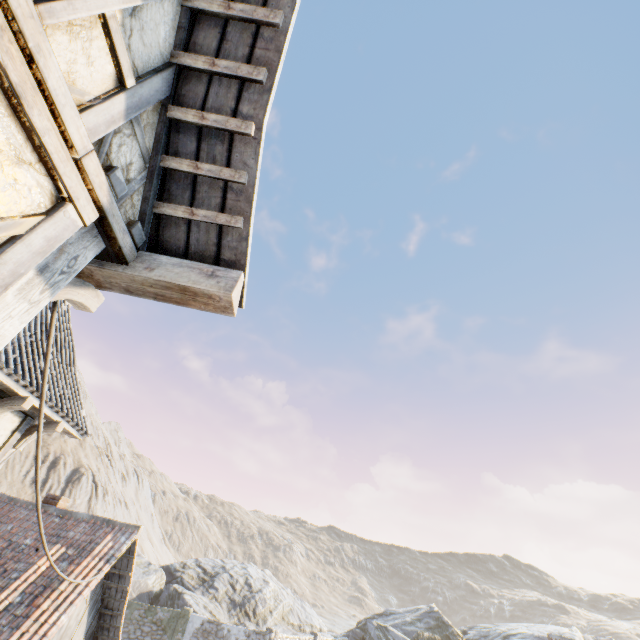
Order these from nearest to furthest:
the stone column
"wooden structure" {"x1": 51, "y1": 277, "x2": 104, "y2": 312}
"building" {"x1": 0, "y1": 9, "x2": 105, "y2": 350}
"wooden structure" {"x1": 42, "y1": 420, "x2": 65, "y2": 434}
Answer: "building" {"x1": 0, "y1": 9, "x2": 105, "y2": 350} < "wooden structure" {"x1": 51, "y1": 277, "x2": 104, "y2": 312} < "wooden structure" {"x1": 42, "y1": 420, "x2": 65, "y2": 434} < the stone column

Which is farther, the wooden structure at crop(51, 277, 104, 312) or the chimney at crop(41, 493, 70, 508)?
the chimney at crop(41, 493, 70, 508)

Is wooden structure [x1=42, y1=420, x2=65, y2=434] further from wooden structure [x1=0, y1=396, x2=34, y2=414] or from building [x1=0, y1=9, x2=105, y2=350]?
wooden structure [x1=0, y1=396, x2=34, y2=414]

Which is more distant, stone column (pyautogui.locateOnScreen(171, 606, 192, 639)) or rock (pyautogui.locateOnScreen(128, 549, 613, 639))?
rock (pyautogui.locateOnScreen(128, 549, 613, 639))

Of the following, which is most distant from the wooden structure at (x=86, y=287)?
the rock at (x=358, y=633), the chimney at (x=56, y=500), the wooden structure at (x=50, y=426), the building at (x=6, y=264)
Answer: the rock at (x=358, y=633)

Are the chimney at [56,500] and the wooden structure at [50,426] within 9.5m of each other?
yes

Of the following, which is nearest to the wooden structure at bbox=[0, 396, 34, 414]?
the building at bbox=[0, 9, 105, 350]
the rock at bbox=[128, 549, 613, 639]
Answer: the building at bbox=[0, 9, 105, 350]

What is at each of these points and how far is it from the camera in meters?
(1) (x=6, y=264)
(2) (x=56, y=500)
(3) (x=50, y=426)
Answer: (1) building, 1.5
(2) chimney, 9.8
(3) wooden structure, 5.5
